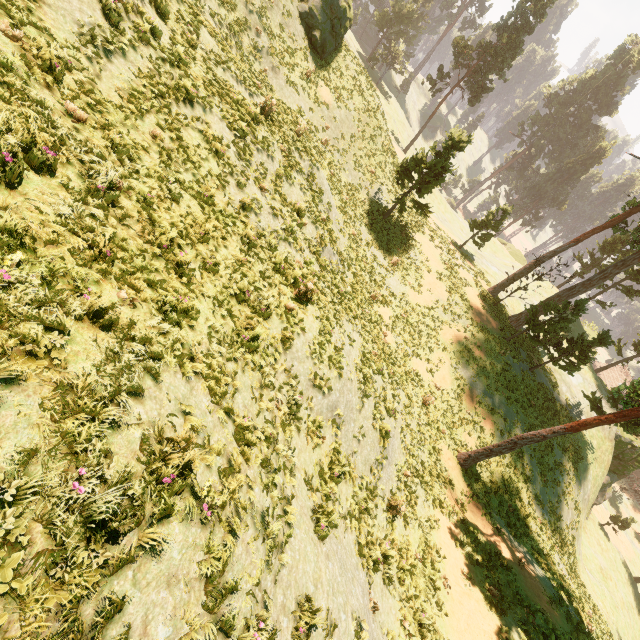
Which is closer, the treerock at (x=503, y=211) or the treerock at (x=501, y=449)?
the treerock at (x=501, y=449)

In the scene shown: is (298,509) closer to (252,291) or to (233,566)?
(233,566)

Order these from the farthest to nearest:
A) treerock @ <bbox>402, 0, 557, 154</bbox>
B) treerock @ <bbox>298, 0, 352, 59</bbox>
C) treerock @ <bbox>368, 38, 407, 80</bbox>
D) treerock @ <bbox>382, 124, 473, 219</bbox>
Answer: treerock @ <bbox>368, 38, 407, 80</bbox>
treerock @ <bbox>402, 0, 557, 154</bbox>
treerock @ <bbox>382, 124, 473, 219</bbox>
treerock @ <bbox>298, 0, 352, 59</bbox>

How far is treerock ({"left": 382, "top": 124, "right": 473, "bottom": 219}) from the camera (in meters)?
23.22

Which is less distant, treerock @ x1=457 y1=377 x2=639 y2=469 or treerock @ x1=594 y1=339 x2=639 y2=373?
treerock @ x1=457 y1=377 x2=639 y2=469
